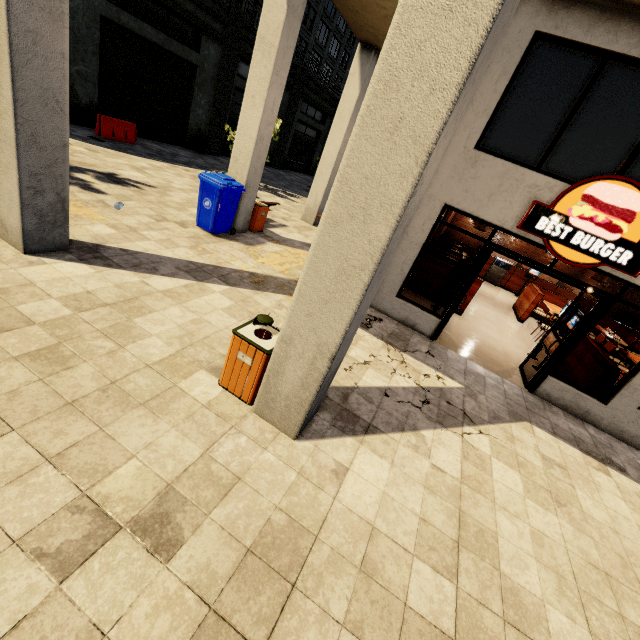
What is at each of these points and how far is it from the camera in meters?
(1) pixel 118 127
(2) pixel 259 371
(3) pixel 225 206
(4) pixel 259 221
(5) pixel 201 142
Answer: (1) cement barricade, 13.2 m
(2) trash bin, 3.5 m
(3) trash bin, 7.8 m
(4) trash bin, 9.4 m
(5) trash bin, 18.2 m

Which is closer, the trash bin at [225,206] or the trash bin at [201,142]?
the trash bin at [225,206]

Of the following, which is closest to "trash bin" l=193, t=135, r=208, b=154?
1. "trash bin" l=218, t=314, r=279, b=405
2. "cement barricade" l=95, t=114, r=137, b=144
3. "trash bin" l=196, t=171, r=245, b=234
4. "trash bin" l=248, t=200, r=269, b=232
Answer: "cement barricade" l=95, t=114, r=137, b=144

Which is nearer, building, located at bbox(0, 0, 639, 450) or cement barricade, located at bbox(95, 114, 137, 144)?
building, located at bbox(0, 0, 639, 450)

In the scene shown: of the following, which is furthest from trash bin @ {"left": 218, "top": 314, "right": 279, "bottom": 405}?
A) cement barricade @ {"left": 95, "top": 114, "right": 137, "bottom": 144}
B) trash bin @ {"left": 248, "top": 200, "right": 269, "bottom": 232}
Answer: cement barricade @ {"left": 95, "top": 114, "right": 137, "bottom": 144}

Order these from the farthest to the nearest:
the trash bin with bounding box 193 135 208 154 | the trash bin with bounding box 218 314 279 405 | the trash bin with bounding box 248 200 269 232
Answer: the trash bin with bounding box 193 135 208 154
the trash bin with bounding box 248 200 269 232
the trash bin with bounding box 218 314 279 405

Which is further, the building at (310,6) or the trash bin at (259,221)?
the trash bin at (259,221)

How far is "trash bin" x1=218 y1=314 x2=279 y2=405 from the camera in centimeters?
344cm
